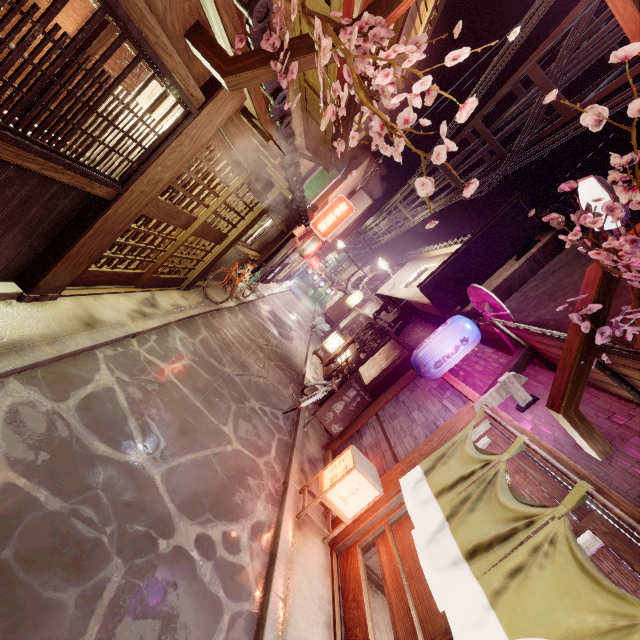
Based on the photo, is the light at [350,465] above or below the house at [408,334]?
below

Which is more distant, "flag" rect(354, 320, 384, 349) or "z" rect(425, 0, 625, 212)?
"flag" rect(354, 320, 384, 349)

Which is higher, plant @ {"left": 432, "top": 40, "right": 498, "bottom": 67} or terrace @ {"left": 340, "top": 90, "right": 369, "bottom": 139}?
terrace @ {"left": 340, "top": 90, "right": 369, "bottom": 139}

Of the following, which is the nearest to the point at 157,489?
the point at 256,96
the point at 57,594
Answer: the point at 57,594

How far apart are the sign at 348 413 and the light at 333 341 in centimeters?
1075cm

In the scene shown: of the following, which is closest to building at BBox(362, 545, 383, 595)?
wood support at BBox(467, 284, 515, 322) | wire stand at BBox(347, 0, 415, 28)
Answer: wire stand at BBox(347, 0, 415, 28)

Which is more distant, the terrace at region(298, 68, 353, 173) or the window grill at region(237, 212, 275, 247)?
the window grill at region(237, 212, 275, 247)

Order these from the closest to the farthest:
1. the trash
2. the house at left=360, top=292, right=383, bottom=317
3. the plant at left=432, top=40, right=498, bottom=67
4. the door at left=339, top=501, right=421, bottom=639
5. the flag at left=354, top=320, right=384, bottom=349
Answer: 1. the plant at left=432, top=40, right=498, bottom=67
2. the door at left=339, top=501, right=421, bottom=639
3. the flag at left=354, top=320, right=384, bottom=349
4. the house at left=360, top=292, right=383, bottom=317
5. the trash
